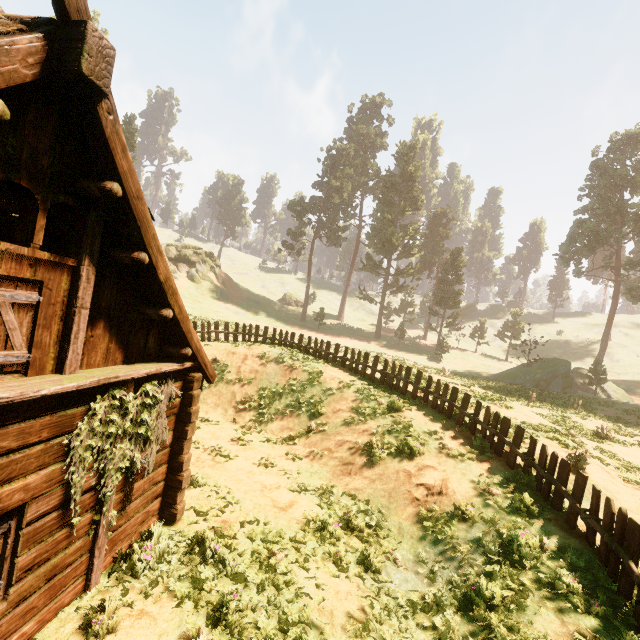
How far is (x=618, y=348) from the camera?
57.7m

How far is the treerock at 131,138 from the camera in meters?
50.1 m

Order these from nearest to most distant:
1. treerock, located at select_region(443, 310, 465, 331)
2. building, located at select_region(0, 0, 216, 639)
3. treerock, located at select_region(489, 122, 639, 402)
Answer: building, located at select_region(0, 0, 216, 639)
treerock, located at select_region(489, 122, 639, 402)
treerock, located at select_region(443, 310, 465, 331)

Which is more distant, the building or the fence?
the fence

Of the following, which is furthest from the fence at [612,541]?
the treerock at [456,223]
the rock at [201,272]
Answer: the rock at [201,272]

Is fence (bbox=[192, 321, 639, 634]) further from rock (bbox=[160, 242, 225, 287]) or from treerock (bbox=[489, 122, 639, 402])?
rock (bbox=[160, 242, 225, 287])

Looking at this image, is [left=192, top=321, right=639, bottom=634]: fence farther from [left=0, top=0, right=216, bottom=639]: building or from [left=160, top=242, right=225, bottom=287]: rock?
[left=160, top=242, right=225, bottom=287]: rock

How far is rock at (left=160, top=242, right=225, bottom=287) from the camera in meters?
49.8
